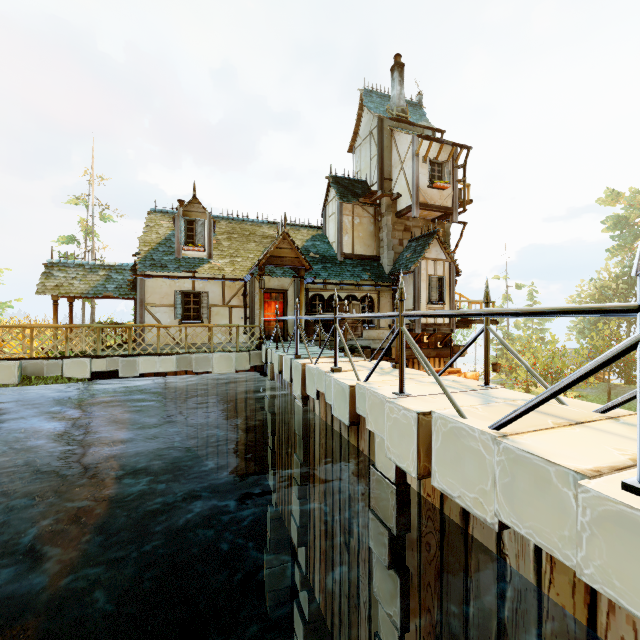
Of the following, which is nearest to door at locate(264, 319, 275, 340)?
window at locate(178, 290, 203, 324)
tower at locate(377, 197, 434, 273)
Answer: window at locate(178, 290, 203, 324)

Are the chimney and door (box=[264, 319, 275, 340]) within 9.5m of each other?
no

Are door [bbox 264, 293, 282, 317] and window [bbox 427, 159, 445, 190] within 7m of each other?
no

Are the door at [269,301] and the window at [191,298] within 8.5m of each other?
yes

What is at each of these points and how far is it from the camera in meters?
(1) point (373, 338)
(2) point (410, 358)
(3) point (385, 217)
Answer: (1) building, 15.6 m
(2) tower, 16.1 m
(3) tower, 15.9 m

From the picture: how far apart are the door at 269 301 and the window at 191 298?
2.4 meters

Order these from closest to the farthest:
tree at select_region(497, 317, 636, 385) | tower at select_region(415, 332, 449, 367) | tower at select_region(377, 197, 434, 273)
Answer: tower at select_region(377, 197, 434, 273) < tower at select_region(415, 332, 449, 367) < tree at select_region(497, 317, 636, 385)

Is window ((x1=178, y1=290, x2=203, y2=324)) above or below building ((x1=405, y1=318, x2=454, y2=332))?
above
